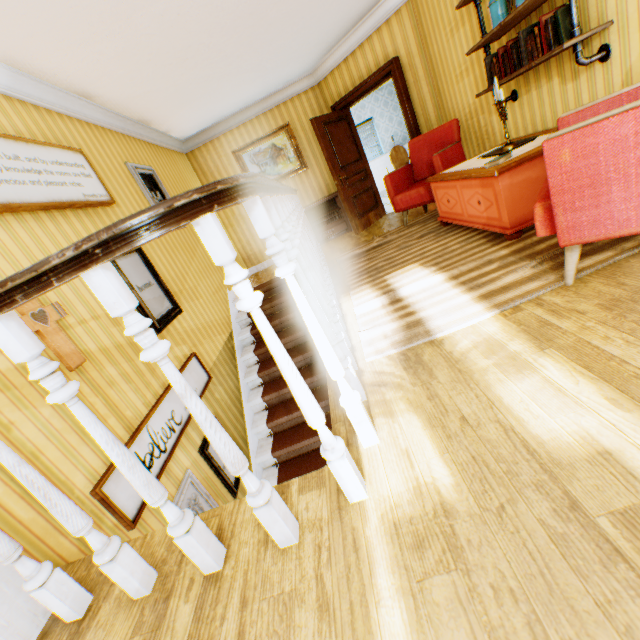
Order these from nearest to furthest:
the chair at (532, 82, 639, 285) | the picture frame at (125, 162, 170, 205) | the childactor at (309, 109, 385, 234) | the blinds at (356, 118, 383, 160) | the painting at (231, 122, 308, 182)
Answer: the chair at (532, 82, 639, 285), the picture frame at (125, 162, 170, 205), the childactor at (309, 109, 385, 234), the painting at (231, 122, 308, 182), the blinds at (356, 118, 383, 160)

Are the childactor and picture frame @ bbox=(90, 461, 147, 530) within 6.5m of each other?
yes

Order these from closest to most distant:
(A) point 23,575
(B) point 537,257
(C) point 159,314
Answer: (A) point 23,575 → (B) point 537,257 → (C) point 159,314

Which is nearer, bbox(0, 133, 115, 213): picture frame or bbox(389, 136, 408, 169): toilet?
bbox(0, 133, 115, 213): picture frame

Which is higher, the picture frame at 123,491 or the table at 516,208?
the table at 516,208

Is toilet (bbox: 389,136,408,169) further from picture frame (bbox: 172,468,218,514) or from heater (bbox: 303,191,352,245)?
picture frame (bbox: 172,468,218,514)

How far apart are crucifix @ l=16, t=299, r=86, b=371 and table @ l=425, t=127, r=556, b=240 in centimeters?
357cm

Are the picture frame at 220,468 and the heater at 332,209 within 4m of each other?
no
